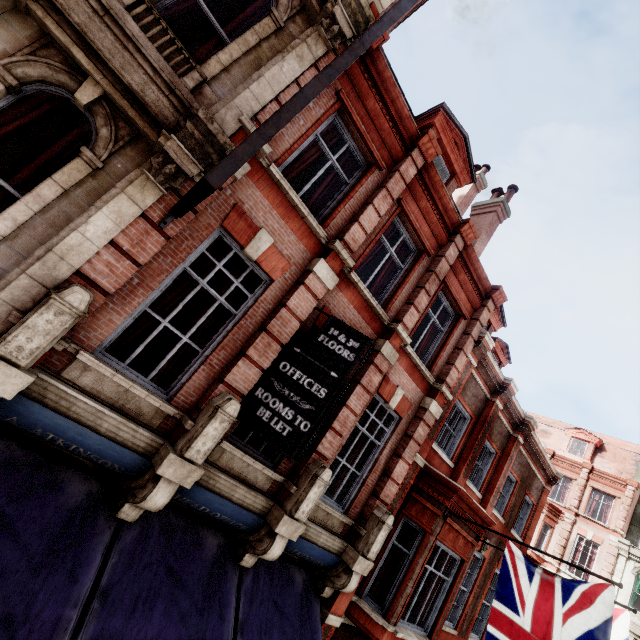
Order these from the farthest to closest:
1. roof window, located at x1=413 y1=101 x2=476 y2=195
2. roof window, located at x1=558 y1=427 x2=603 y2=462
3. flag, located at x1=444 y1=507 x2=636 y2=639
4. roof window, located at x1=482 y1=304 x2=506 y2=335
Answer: roof window, located at x1=558 y1=427 x2=603 y2=462, roof window, located at x1=482 y1=304 x2=506 y2=335, roof window, located at x1=413 y1=101 x2=476 y2=195, flag, located at x1=444 y1=507 x2=636 y2=639

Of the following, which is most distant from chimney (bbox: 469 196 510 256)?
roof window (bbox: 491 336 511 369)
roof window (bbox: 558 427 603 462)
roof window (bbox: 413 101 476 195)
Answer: roof window (bbox: 558 427 603 462)

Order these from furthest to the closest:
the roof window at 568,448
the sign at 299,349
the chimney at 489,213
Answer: the roof window at 568,448
the chimney at 489,213
the sign at 299,349

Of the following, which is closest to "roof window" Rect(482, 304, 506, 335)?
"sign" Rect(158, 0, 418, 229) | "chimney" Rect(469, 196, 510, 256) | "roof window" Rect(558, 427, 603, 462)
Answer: "chimney" Rect(469, 196, 510, 256)

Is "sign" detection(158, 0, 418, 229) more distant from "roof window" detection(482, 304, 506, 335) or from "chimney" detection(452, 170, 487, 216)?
"chimney" detection(452, 170, 487, 216)

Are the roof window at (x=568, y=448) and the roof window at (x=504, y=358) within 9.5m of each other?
no

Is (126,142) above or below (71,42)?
below

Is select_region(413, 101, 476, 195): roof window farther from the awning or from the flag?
the awning
